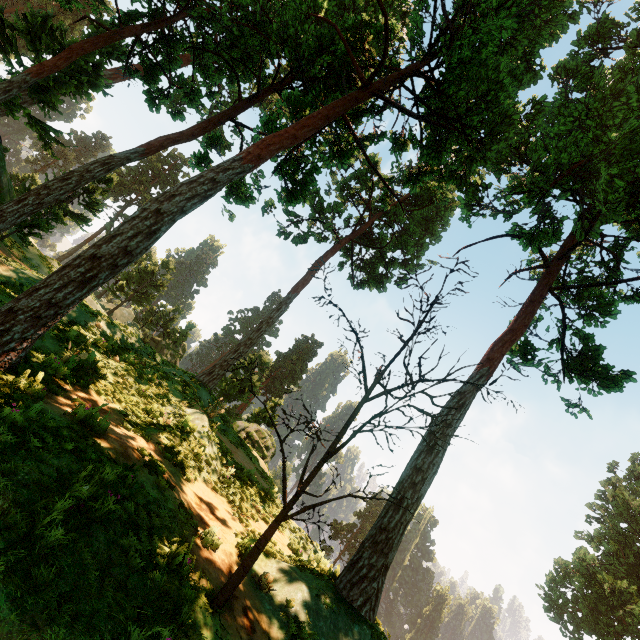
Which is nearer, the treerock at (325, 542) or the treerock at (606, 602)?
the treerock at (325, 542)

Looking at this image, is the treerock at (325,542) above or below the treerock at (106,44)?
below

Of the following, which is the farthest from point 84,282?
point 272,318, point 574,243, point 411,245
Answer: point 411,245

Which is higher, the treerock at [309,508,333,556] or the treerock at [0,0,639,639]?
the treerock at [0,0,639,639]

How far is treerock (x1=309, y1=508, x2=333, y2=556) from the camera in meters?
5.7

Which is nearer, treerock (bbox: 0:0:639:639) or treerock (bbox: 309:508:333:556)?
treerock (bbox: 309:508:333:556)
